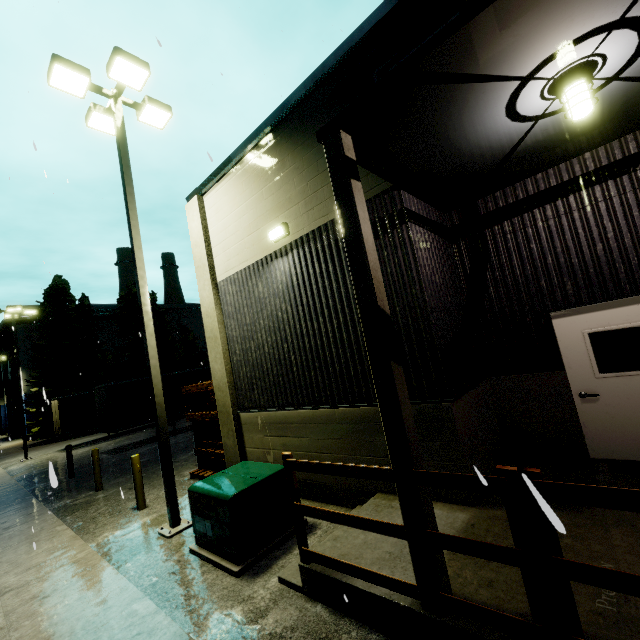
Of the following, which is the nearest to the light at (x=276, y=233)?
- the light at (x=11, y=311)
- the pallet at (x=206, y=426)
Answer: the pallet at (x=206, y=426)

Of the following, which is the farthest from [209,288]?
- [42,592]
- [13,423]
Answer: [13,423]

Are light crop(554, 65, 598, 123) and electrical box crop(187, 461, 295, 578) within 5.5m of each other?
no

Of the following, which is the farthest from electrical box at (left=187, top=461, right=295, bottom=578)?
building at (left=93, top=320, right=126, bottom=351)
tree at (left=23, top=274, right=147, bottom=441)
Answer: building at (left=93, top=320, right=126, bottom=351)

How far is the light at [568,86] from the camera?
3.2 meters

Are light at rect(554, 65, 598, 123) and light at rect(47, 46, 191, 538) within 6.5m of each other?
no

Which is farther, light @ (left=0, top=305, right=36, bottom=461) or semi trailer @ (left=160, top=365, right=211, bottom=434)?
light @ (left=0, top=305, right=36, bottom=461)

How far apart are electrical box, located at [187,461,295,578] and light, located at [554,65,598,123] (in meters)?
6.26
